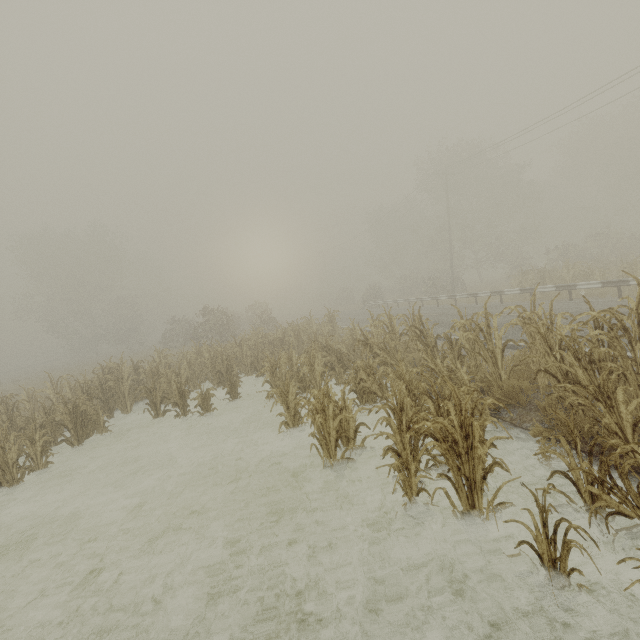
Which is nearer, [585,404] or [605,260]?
[585,404]
